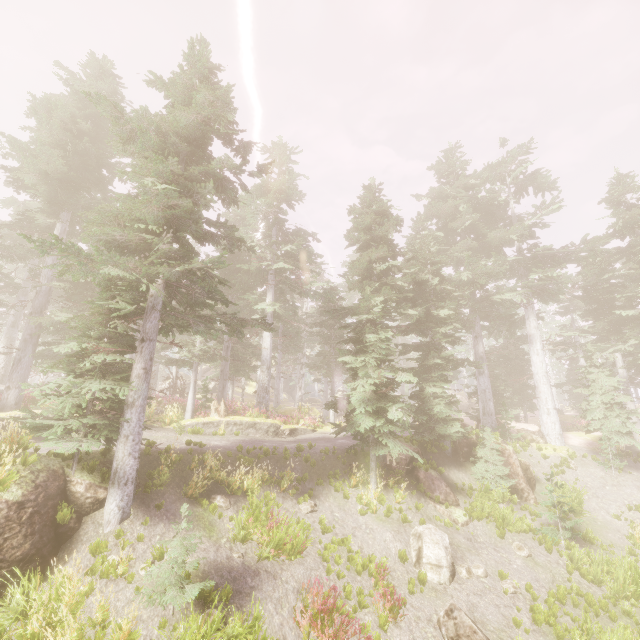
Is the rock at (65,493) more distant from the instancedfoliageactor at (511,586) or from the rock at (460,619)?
the rock at (460,619)

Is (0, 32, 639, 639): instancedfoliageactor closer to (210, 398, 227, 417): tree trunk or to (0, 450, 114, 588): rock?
(0, 450, 114, 588): rock

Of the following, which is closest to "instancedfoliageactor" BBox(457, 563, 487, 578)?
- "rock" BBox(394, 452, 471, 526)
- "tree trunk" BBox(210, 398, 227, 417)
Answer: "rock" BBox(394, 452, 471, 526)

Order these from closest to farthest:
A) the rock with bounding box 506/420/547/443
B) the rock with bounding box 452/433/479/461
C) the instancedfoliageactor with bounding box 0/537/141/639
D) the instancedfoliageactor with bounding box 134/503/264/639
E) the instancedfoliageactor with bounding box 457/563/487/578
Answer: the instancedfoliageactor with bounding box 0/537/141/639
the instancedfoliageactor with bounding box 134/503/264/639
the instancedfoliageactor with bounding box 457/563/487/578
the rock with bounding box 452/433/479/461
the rock with bounding box 506/420/547/443

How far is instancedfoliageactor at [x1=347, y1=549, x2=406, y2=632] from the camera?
8.5 meters

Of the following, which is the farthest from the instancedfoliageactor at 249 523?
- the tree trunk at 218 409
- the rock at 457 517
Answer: the tree trunk at 218 409

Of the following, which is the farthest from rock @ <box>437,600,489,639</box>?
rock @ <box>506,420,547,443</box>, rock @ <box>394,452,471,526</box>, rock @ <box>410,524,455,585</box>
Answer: rock @ <box>506,420,547,443</box>

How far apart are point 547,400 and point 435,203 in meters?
16.8
